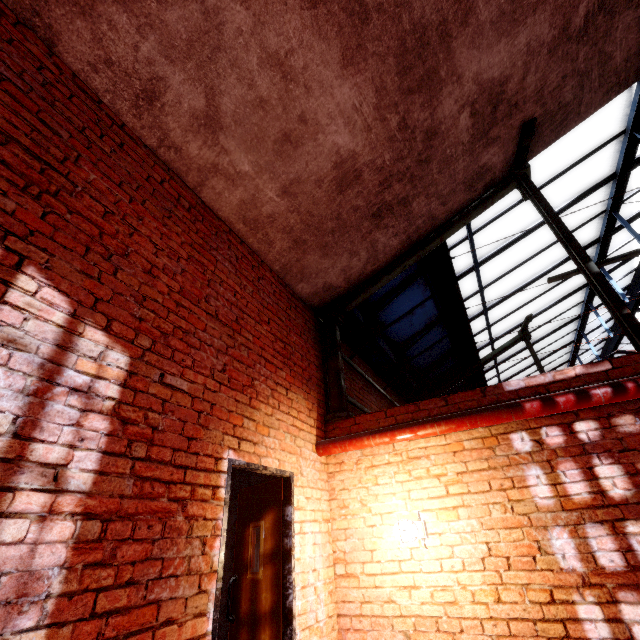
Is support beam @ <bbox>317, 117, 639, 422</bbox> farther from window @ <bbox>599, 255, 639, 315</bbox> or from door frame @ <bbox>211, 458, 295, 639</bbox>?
door frame @ <bbox>211, 458, 295, 639</bbox>

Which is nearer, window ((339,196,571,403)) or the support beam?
the support beam

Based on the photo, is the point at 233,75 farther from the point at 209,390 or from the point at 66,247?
the point at 209,390

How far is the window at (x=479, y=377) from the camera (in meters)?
11.02

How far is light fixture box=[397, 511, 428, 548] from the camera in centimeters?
323cm

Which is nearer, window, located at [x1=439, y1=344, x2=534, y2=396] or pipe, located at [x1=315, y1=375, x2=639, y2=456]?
pipe, located at [x1=315, y1=375, x2=639, y2=456]

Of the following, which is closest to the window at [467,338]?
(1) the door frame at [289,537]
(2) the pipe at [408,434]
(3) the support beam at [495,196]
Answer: (3) the support beam at [495,196]

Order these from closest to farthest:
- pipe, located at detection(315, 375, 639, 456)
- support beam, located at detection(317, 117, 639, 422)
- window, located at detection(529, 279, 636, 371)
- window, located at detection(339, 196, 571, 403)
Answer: pipe, located at detection(315, 375, 639, 456), support beam, located at detection(317, 117, 639, 422), window, located at detection(339, 196, 571, 403), window, located at detection(529, 279, 636, 371)
